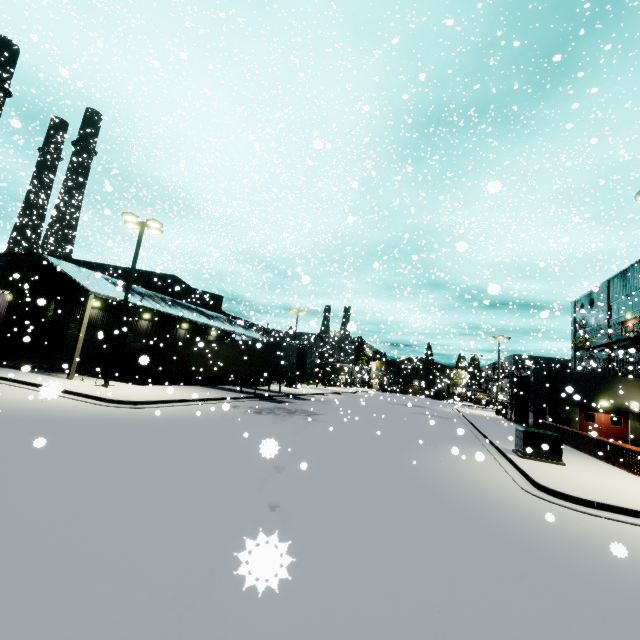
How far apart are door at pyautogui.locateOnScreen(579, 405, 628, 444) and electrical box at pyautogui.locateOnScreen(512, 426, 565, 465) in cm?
1419

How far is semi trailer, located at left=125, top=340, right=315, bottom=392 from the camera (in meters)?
23.88

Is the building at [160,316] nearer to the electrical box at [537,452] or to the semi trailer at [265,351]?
the semi trailer at [265,351]

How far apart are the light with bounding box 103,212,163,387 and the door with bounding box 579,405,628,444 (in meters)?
31.55

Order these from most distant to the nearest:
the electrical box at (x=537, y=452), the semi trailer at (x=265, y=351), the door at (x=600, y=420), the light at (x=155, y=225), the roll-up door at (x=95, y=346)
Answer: the roll-up door at (x=95, y=346) → the semi trailer at (x=265, y=351) → the door at (x=600, y=420) → the light at (x=155, y=225) → the electrical box at (x=537, y=452)

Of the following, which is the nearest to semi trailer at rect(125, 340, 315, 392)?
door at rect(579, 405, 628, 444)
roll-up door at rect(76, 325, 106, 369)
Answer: roll-up door at rect(76, 325, 106, 369)

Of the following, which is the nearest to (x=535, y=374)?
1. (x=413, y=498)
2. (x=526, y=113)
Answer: (x=413, y=498)

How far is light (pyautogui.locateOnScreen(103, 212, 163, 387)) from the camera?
17.88m
